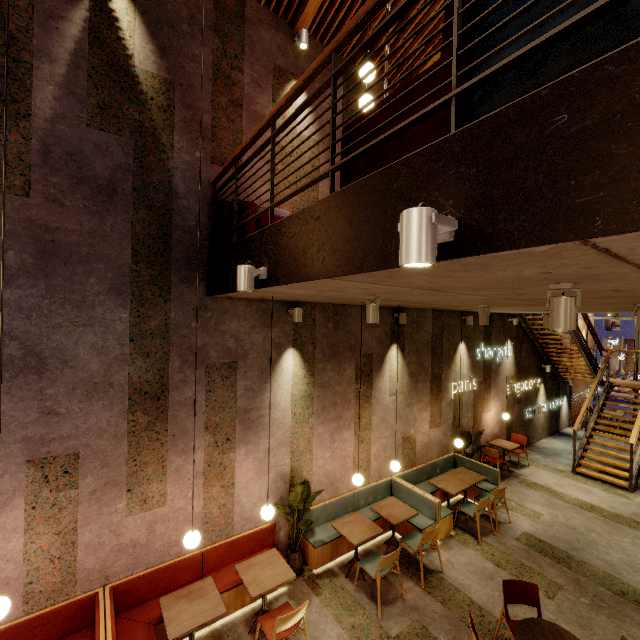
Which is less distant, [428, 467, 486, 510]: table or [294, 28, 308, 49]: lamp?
[294, 28, 308, 49]: lamp

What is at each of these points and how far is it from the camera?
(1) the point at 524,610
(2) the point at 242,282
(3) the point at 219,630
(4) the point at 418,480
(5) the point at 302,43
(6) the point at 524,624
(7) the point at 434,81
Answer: (1) building, 4.8m
(2) lamp, 3.0m
(3) building, 4.4m
(4) seat, 7.6m
(5) lamp, 5.4m
(6) table, 3.8m
(7) couch, 1.8m

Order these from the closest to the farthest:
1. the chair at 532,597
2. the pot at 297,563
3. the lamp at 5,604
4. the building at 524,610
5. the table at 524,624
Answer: the lamp at 5,604 < the table at 524,624 < the chair at 532,597 < the building at 524,610 < the pot at 297,563

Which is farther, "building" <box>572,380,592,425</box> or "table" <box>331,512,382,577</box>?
"building" <box>572,380,592,425</box>

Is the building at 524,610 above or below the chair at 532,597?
below

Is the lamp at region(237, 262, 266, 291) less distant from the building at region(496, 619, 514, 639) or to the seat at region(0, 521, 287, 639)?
the building at region(496, 619, 514, 639)

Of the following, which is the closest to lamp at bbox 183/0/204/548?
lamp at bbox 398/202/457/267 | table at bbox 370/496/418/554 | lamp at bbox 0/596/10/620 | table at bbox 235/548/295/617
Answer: table at bbox 235/548/295/617

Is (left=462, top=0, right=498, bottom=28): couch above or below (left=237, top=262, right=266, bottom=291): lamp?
above
